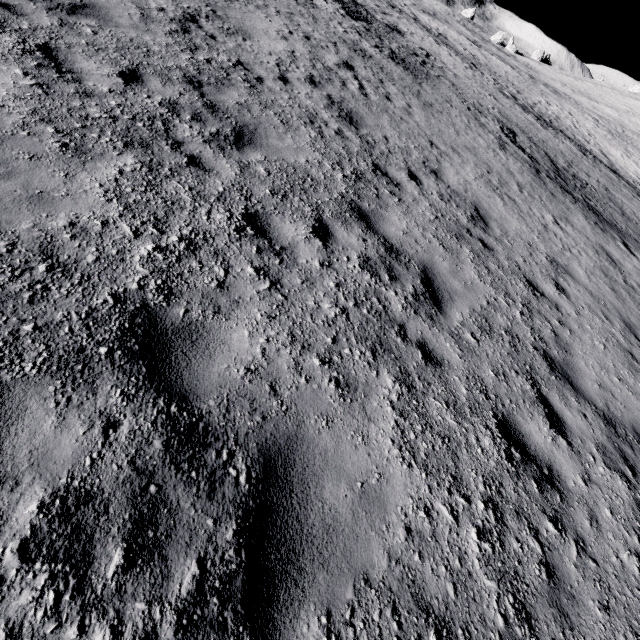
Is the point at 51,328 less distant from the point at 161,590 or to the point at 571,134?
the point at 161,590
